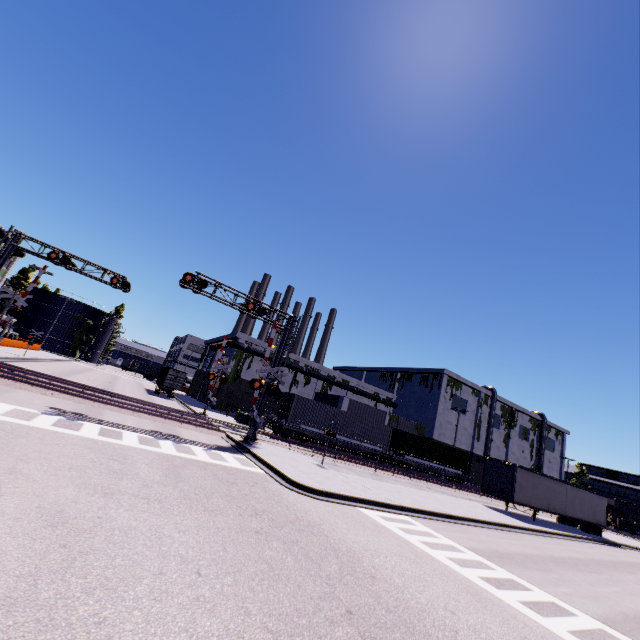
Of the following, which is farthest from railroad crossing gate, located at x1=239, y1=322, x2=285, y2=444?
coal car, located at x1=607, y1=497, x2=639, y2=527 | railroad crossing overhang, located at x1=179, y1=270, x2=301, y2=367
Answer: coal car, located at x1=607, y1=497, x2=639, y2=527

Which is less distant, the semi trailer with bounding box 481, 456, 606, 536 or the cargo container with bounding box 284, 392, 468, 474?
the semi trailer with bounding box 481, 456, 606, 536

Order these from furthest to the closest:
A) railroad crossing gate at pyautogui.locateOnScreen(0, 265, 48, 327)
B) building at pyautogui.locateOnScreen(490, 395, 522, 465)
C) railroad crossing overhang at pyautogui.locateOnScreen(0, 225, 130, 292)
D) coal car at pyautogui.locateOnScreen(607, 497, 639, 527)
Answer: building at pyautogui.locateOnScreen(490, 395, 522, 465) → coal car at pyautogui.locateOnScreen(607, 497, 639, 527) → railroad crossing gate at pyautogui.locateOnScreen(0, 265, 48, 327) → railroad crossing overhang at pyautogui.locateOnScreen(0, 225, 130, 292)

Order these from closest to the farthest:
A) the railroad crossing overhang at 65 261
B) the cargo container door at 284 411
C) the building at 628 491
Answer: the railroad crossing overhang at 65 261, the cargo container door at 284 411, the building at 628 491

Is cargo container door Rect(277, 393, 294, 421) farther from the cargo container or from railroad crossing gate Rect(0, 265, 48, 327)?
railroad crossing gate Rect(0, 265, 48, 327)

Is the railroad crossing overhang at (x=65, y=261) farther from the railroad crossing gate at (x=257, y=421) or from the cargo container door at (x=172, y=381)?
the cargo container door at (x=172, y=381)

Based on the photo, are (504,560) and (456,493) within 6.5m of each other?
no

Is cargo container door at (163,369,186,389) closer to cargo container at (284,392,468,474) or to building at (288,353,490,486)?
cargo container at (284,392,468,474)
